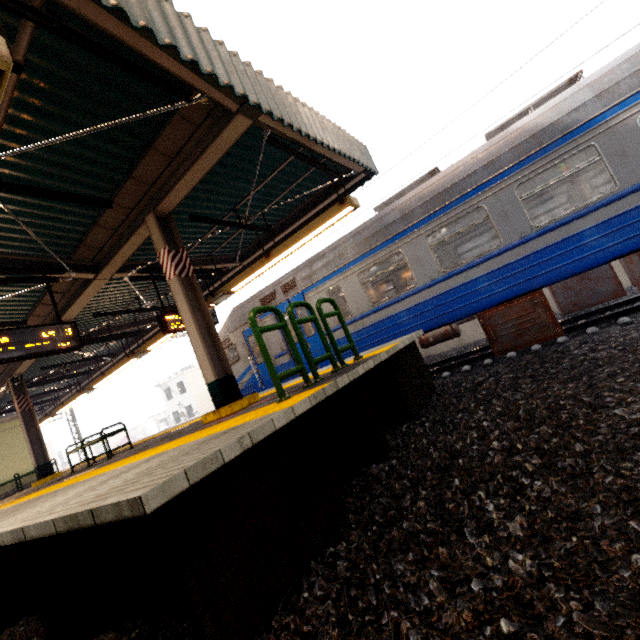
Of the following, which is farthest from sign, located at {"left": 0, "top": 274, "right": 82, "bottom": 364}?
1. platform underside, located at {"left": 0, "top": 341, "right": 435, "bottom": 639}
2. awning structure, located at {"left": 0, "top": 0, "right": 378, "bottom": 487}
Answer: platform underside, located at {"left": 0, "top": 341, "right": 435, "bottom": 639}

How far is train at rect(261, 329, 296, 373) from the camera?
8.93m

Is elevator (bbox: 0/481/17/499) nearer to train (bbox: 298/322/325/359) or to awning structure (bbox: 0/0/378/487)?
awning structure (bbox: 0/0/378/487)

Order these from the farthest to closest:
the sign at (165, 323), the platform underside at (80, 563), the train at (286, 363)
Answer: the train at (286, 363) → the sign at (165, 323) → the platform underside at (80, 563)

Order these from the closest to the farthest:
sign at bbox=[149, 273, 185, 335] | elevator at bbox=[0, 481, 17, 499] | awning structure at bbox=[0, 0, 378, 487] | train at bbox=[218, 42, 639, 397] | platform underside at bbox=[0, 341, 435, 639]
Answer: platform underside at bbox=[0, 341, 435, 639] < awning structure at bbox=[0, 0, 378, 487] < train at bbox=[218, 42, 639, 397] < sign at bbox=[149, 273, 185, 335] < elevator at bbox=[0, 481, 17, 499]

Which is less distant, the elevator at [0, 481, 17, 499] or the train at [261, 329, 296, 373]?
the train at [261, 329, 296, 373]

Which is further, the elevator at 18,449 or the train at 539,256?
the elevator at 18,449

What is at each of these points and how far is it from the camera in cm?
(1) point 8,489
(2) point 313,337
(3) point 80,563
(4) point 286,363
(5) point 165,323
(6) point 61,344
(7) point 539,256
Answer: (1) elevator, 1248
(2) train, 848
(3) platform underside, 277
(4) train, 900
(5) sign, 738
(6) sign, 568
(7) train, 566
